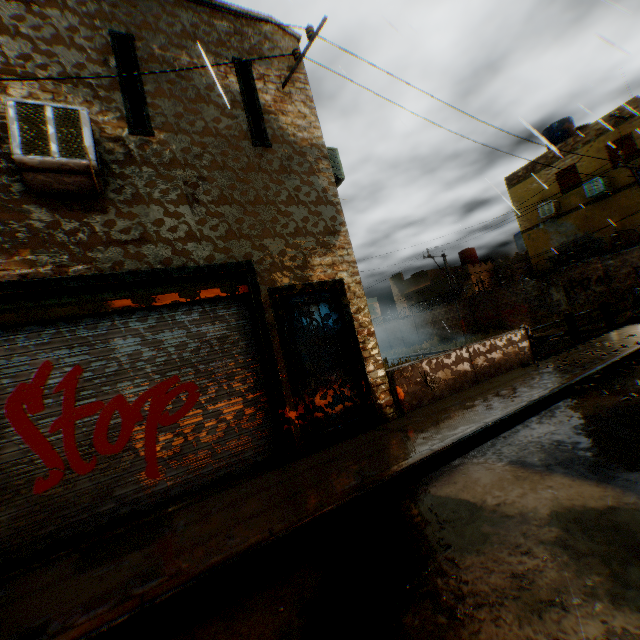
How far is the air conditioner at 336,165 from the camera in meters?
7.5

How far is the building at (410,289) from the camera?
32.0 meters

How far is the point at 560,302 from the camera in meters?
19.0 m

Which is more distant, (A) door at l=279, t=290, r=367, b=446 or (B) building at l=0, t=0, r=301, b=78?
(A) door at l=279, t=290, r=367, b=446

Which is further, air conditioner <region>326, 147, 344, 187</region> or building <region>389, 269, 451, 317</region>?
building <region>389, 269, 451, 317</region>

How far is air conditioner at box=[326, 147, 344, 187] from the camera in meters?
7.5

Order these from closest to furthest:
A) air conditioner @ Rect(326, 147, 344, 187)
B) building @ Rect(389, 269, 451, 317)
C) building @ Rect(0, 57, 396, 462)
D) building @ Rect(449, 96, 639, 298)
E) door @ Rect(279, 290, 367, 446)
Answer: building @ Rect(0, 57, 396, 462) → door @ Rect(279, 290, 367, 446) → air conditioner @ Rect(326, 147, 344, 187) → building @ Rect(449, 96, 639, 298) → building @ Rect(389, 269, 451, 317)

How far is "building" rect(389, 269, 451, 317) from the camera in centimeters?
3197cm
